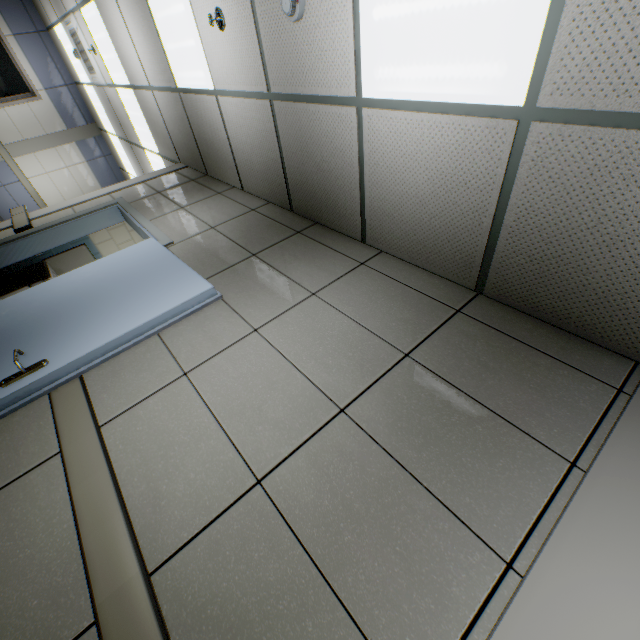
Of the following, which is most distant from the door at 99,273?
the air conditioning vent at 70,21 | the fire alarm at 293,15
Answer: the air conditioning vent at 70,21

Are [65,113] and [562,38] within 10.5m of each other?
no

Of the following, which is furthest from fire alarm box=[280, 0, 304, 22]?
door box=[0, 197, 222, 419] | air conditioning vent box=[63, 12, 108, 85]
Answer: air conditioning vent box=[63, 12, 108, 85]

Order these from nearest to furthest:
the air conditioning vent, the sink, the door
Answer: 1. the door
2. the sink
3. the air conditioning vent

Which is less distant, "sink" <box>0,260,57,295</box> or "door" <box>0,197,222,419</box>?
"door" <box>0,197,222,419</box>

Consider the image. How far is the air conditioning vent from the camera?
5.4 meters

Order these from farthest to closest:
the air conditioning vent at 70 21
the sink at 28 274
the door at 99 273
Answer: the air conditioning vent at 70 21
the sink at 28 274
the door at 99 273

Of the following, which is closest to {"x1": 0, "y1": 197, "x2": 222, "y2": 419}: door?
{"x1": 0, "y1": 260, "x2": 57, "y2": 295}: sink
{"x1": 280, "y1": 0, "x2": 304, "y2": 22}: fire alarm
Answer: {"x1": 0, "y1": 260, "x2": 57, "y2": 295}: sink
